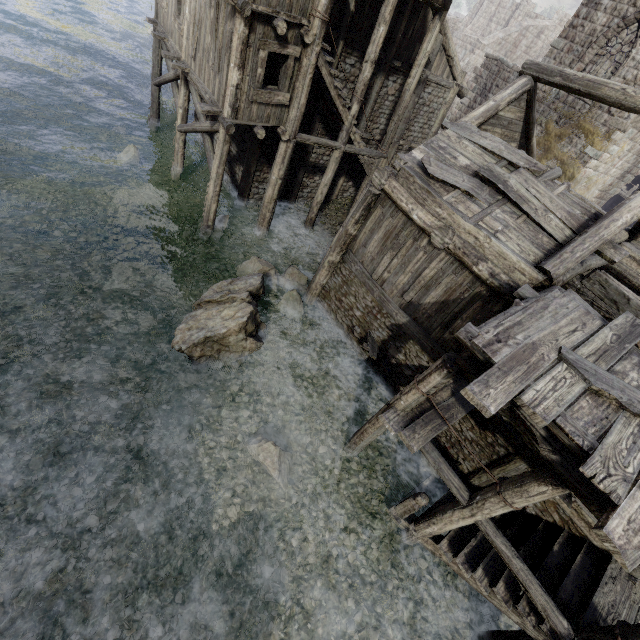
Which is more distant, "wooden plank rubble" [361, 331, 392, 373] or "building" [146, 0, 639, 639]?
"wooden plank rubble" [361, 331, 392, 373]

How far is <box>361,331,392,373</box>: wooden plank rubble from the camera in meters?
9.7 m

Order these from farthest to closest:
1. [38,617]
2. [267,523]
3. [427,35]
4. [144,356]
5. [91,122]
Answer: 1. [91,122]
2. [427,35]
3. [144,356]
4. [267,523]
5. [38,617]

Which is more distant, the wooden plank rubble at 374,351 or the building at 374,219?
the wooden plank rubble at 374,351

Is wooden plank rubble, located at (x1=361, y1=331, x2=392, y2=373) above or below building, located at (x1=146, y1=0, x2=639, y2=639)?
below

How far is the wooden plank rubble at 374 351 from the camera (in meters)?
9.68
